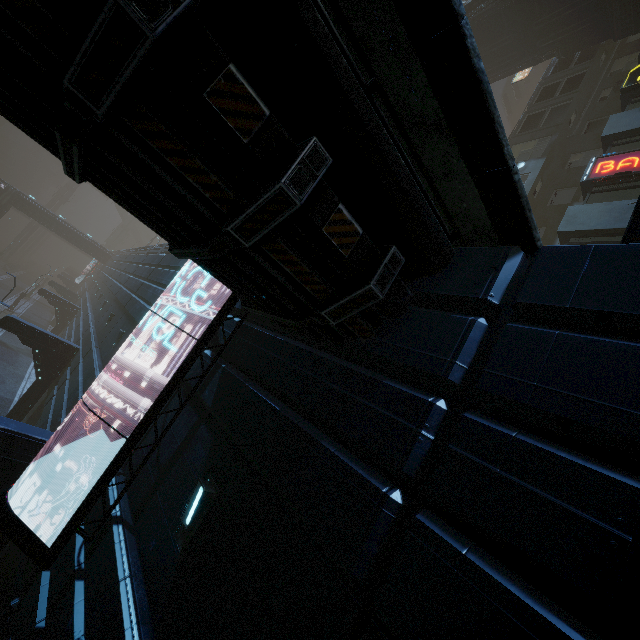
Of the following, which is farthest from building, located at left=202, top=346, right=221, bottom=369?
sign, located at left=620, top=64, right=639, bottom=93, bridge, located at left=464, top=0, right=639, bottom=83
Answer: bridge, located at left=464, top=0, right=639, bottom=83

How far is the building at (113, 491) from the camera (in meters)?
5.98

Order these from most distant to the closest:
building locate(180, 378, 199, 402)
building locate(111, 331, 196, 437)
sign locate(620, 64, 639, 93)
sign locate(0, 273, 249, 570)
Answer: sign locate(620, 64, 639, 93)
building locate(111, 331, 196, 437)
building locate(180, 378, 199, 402)
sign locate(0, 273, 249, 570)

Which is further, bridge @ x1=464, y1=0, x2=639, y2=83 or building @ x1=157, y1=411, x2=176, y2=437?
bridge @ x1=464, y1=0, x2=639, y2=83

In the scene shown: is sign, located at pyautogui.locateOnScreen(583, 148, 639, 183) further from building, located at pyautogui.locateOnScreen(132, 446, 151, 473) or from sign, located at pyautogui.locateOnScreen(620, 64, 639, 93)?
sign, located at pyautogui.locateOnScreen(620, 64, 639, 93)

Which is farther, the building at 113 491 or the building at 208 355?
the building at 208 355

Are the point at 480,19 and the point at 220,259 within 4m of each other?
no
